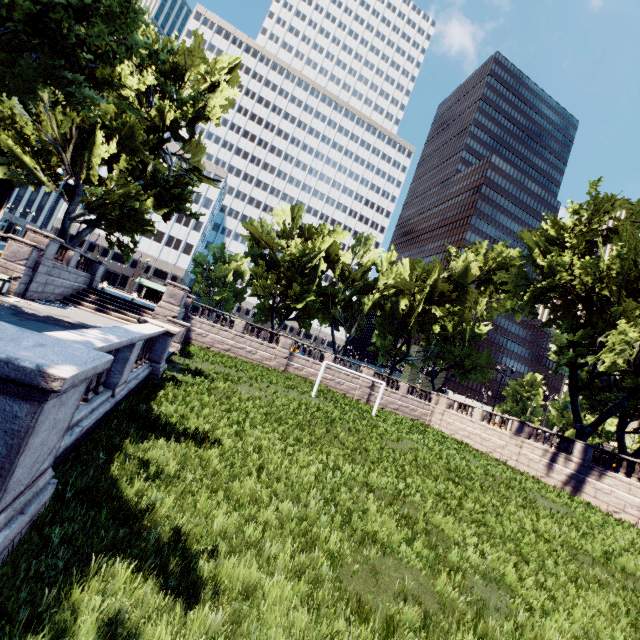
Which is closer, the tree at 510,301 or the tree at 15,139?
the tree at 15,139

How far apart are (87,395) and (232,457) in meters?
3.3

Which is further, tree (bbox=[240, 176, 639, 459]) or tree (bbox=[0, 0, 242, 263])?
tree (bbox=[240, 176, 639, 459])
